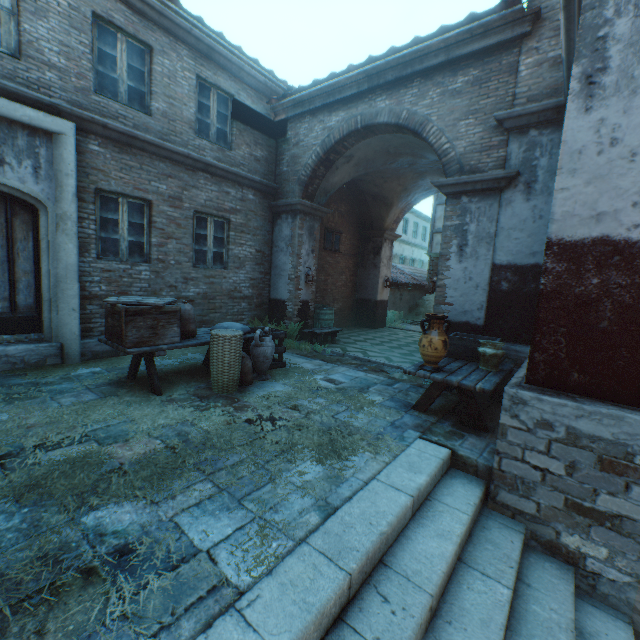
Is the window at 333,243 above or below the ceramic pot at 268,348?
above

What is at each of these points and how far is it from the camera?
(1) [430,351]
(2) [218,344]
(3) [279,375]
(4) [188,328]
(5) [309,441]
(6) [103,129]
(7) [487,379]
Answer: (1) ceramic pot, 4.3m
(2) wicker basket, 4.8m
(3) straw, 6.0m
(4) burlap sack, 5.1m
(5) straw, 3.7m
(6) building, 5.9m
(7) table, 4.2m

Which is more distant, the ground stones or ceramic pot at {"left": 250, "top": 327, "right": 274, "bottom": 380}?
the ground stones

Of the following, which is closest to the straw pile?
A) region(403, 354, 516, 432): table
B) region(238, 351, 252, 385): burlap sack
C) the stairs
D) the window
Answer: the window

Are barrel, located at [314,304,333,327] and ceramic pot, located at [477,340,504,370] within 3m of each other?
no

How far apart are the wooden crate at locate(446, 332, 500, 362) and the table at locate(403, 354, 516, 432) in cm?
2

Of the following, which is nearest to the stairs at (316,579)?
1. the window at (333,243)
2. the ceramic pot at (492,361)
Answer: the ceramic pot at (492,361)

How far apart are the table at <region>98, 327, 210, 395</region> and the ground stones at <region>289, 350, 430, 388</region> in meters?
1.9
